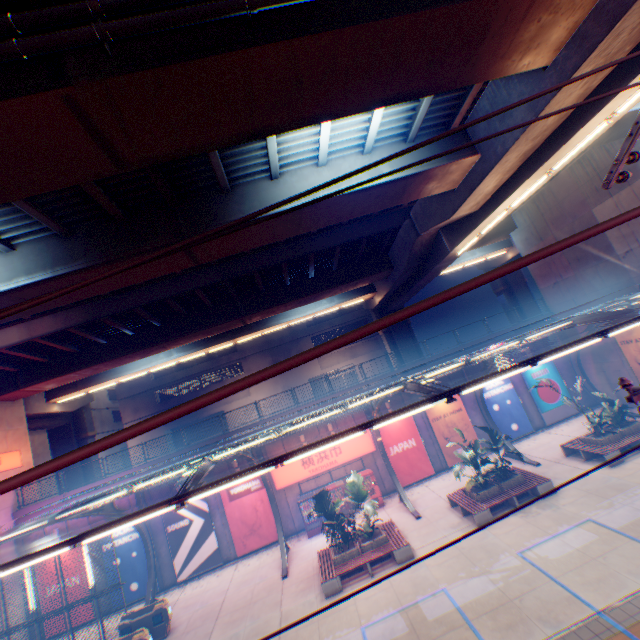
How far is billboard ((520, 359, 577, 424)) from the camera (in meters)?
21.88

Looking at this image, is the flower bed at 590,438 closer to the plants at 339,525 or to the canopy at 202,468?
the canopy at 202,468

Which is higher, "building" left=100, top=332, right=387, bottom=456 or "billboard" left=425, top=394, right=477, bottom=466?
"building" left=100, top=332, right=387, bottom=456

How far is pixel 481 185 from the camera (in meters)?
12.70

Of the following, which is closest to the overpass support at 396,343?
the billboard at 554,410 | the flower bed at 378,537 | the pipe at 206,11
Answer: the pipe at 206,11

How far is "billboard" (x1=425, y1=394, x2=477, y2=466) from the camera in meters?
20.9

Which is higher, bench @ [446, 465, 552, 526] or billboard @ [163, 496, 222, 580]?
billboard @ [163, 496, 222, 580]

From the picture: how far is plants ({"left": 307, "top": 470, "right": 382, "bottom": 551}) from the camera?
14.0m
